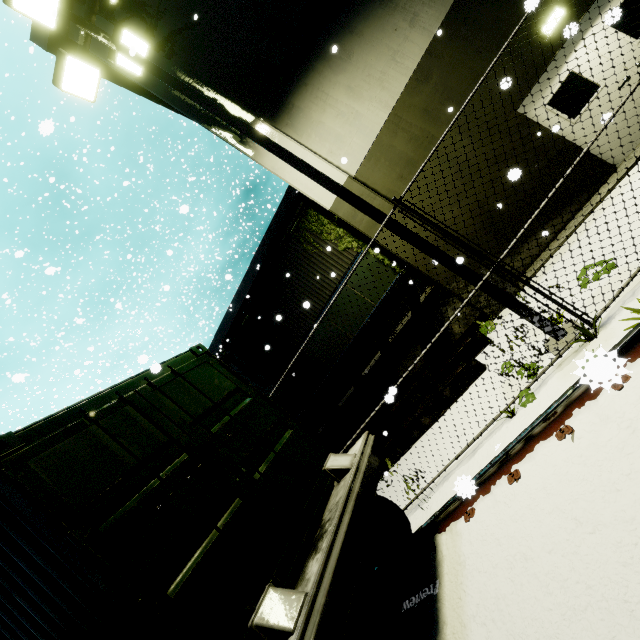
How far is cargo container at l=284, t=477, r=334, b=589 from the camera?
2.8 meters

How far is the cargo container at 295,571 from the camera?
2.84m

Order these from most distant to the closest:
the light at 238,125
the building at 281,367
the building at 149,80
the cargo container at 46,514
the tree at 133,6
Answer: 1. the building at 281,367
2. the tree at 133,6
3. the building at 149,80
4. the light at 238,125
5. the cargo container at 46,514

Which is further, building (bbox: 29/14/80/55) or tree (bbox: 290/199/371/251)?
tree (bbox: 290/199/371/251)

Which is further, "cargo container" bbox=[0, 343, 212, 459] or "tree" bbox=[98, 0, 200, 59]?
"tree" bbox=[98, 0, 200, 59]

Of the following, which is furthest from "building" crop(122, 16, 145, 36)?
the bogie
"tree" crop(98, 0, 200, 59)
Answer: the bogie

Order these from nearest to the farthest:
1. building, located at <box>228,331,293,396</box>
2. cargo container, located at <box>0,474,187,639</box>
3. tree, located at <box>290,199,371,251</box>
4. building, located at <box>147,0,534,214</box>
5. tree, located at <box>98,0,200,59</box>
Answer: cargo container, located at <box>0,474,187,639</box> < building, located at <box>147,0,534,214</box> < tree, located at <box>98,0,200,59</box> < tree, located at <box>290,199,371,251</box> < building, located at <box>228,331,293,396</box>

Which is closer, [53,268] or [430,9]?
[53,268]
